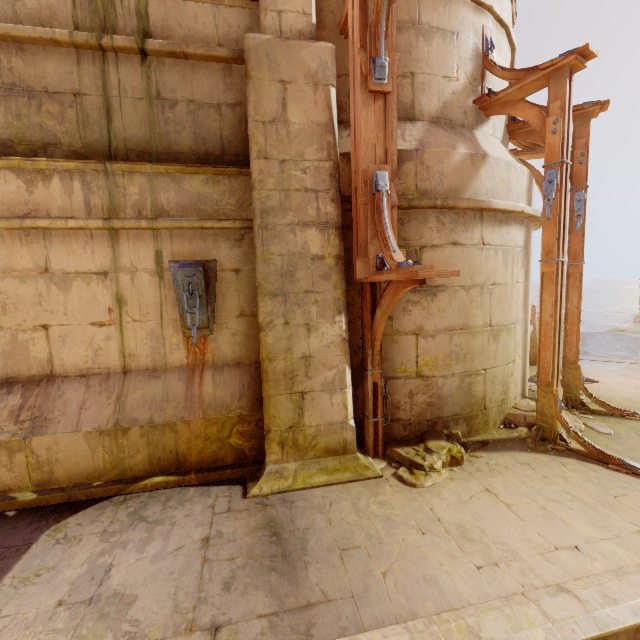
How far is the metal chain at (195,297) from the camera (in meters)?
3.73

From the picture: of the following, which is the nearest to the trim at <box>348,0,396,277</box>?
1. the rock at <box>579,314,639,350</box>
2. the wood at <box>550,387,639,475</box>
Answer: the wood at <box>550,387,639,475</box>

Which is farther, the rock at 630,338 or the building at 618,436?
the rock at 630,338

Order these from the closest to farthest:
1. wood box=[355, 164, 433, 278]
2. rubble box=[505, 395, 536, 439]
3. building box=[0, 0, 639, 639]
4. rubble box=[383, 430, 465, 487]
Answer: building box=[0, 0, 639, 639]
wood box=[355, 164, 433, 278]
rubble box=[383, 430, 465, 487]
rubble box=[505, 395, 536, 439]

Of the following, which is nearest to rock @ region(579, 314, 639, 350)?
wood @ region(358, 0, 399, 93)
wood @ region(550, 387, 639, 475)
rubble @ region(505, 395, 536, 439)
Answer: rubble @ region(505, 395, 536, 439)

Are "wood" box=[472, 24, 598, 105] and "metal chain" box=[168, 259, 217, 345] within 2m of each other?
no

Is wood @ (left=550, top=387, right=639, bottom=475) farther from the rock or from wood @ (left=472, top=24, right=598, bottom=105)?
the rock

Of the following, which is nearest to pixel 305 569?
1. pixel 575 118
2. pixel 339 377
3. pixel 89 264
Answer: pixel 339 377
